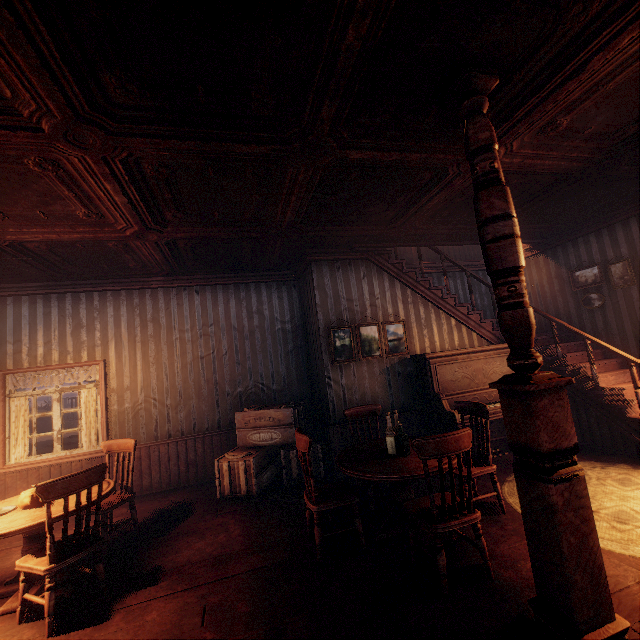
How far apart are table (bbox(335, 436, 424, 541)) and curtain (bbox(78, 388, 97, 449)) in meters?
4.9 m

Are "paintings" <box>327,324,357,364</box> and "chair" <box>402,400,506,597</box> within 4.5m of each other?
yes

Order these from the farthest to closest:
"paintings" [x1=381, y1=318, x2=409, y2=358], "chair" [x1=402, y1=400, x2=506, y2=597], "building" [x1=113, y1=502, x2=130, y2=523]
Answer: "paintings" [x1=381, y1=318, x2=409, y2=358]
"building" [x1=113, y1=502, x2=130, y2=523]
"chair" [x1=402, y1=400, x2=506, y2=597]

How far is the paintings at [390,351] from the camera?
5.91m

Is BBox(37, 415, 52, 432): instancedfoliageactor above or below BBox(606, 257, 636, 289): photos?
below

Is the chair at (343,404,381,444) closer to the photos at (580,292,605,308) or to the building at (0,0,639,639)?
the building at (0,0,639,639)

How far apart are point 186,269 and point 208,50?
4.5 meters

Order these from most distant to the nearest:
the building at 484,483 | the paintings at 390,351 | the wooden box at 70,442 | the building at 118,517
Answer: the wooden box at 70,442 < the paintings at 390,351 < the building at 118,517 < the building at 484,483
